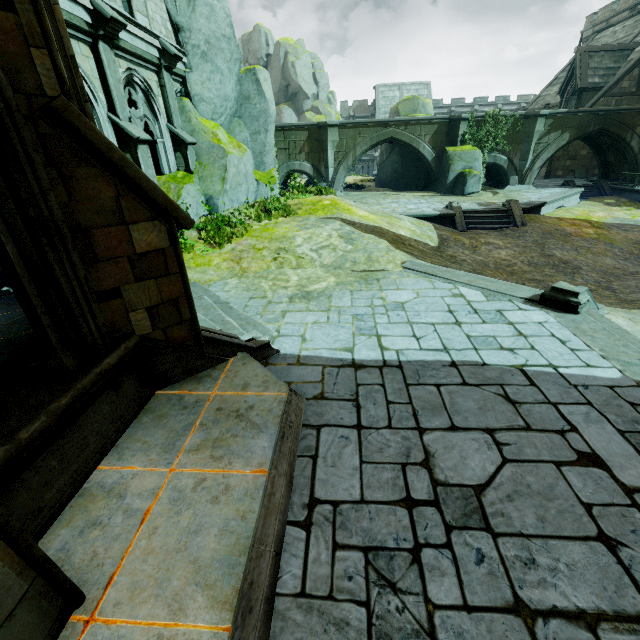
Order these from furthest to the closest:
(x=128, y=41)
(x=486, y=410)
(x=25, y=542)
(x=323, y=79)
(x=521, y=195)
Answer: (x=323, y=79), (x=521, y=195), (x=128, y=41), (x=486, y=410), (x=25, y=542)

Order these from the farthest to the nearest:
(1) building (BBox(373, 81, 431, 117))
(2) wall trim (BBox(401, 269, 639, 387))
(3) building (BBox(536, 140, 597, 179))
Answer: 1. (1) building (BBox(373, 81, 431, 117))
2. (3) building (BBox(536, 140, 597, 179))
3. (2) wall trim (BBox(401, 269, 639, 387))

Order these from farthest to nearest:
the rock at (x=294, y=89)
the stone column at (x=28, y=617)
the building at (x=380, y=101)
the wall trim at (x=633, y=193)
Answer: the building at (x=380, y=101)
the wall trim at (x=633, y=193)
the rock at (x=294, y=89)
the stone column at (x=28, y=617)

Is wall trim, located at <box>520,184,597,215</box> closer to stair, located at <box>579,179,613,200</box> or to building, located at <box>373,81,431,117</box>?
stair, located at <box>579,179,613,200</box>

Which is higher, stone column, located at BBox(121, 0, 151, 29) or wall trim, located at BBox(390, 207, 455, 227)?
stone column, located at BBox(121, 0, 151, 29)

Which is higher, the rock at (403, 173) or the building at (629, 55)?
the building at (629, 55)

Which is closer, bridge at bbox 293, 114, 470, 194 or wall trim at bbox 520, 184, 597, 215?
wall trim at bbox 520, 184, 597, 215

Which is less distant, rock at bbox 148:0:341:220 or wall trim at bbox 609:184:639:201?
rock at bbox 148:0:341:220
